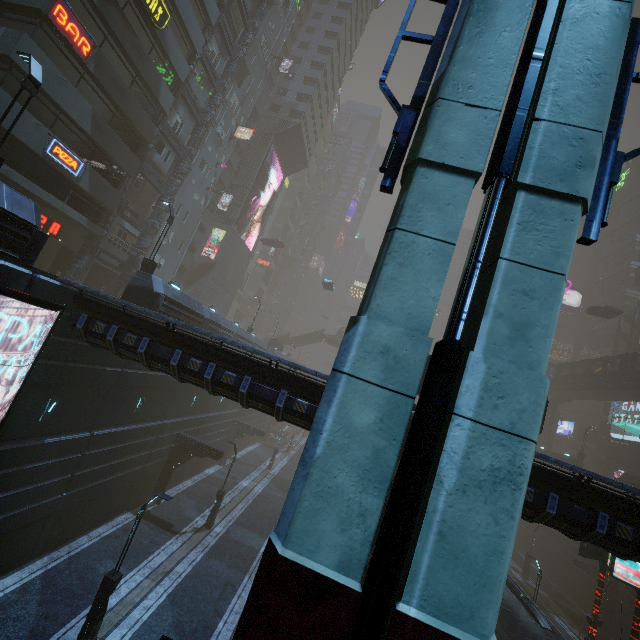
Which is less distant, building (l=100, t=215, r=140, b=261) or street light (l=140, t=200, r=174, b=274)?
street light (l=140, t=200, r=174, b=274)

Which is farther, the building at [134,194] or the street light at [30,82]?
the building at [134,194]

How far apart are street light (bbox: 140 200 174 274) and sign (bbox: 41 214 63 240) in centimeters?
854cm

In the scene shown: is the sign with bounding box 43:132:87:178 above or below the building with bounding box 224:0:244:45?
below

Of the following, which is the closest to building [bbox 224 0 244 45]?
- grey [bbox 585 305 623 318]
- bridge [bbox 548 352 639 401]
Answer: grey [bbox 585 305 623 318]

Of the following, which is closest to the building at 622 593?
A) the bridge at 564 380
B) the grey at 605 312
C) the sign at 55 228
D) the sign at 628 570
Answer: the sign at 55 228

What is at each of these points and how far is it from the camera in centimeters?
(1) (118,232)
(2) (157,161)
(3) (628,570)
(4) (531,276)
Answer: (1) building, 2927cm
(2) building, 2962cm
(3) sign, 1592cm
(4) sm, 344cm

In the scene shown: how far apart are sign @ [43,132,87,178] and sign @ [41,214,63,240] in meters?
3.7 m
